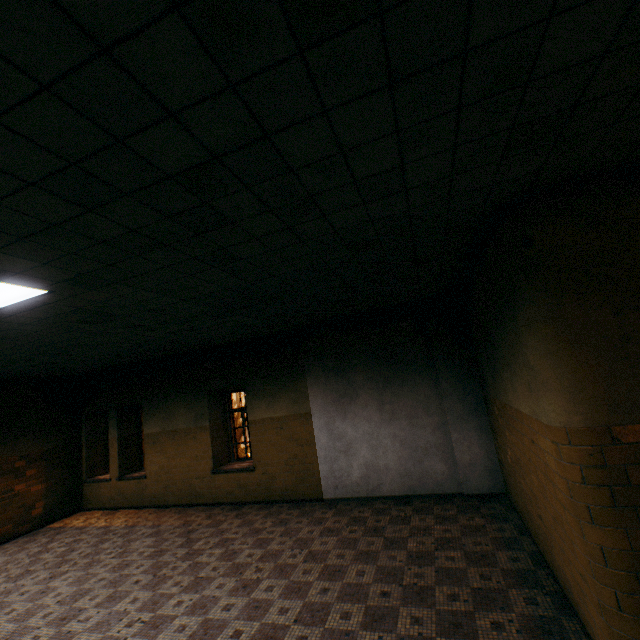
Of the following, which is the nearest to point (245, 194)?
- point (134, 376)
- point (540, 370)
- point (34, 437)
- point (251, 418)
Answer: point (540, 370)
